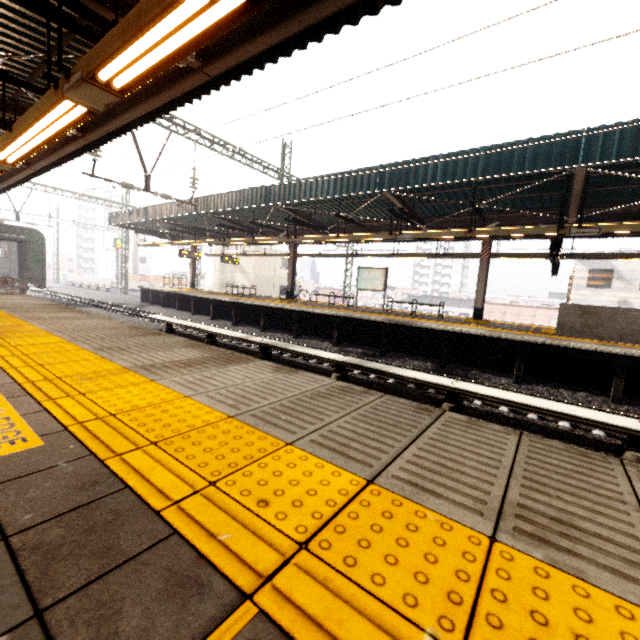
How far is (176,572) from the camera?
0.94m

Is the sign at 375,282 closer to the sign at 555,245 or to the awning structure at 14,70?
the sign at 555,245

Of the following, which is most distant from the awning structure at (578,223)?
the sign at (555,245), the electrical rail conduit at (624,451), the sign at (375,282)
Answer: the electrical rail conduit at (624,451)

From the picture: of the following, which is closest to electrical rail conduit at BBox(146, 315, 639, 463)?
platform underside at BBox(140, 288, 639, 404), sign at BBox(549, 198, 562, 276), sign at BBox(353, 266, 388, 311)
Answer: platform underside at BBox(140, 288, 639, 404)

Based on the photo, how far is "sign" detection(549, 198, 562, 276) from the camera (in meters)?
8.30

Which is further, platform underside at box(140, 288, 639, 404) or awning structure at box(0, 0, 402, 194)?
platform underside at box(140, 288, 639, 404)

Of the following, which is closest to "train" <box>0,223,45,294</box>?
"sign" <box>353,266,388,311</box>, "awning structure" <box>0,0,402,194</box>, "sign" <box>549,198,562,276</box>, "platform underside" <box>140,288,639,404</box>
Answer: "awning structure" <box>0,0,402,194</box>

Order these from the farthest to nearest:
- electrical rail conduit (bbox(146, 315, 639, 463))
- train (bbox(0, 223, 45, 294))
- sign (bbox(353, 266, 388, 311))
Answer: train (bbox(0, 223, 45, 294)) < sign (bbox(353, 266, 388, 311)) < electrical rail conduit (bbox(146, 315, 639, 463))
